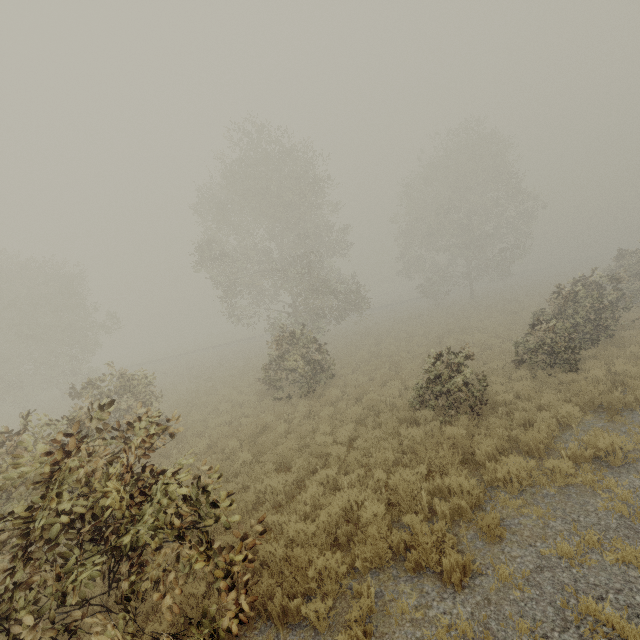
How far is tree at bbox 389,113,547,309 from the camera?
31.0 meters

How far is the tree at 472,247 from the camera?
31.0m

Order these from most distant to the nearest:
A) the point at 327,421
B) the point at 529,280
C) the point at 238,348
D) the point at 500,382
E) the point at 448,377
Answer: the point at 529,280 < the point at 238,348 < the point at 500,382 < the point at 327,421 < the point at 448,377

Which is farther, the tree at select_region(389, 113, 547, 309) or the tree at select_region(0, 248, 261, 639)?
the tree at select_region(389, 113, 547, 309)

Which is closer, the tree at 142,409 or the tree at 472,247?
the tree at 142,409
